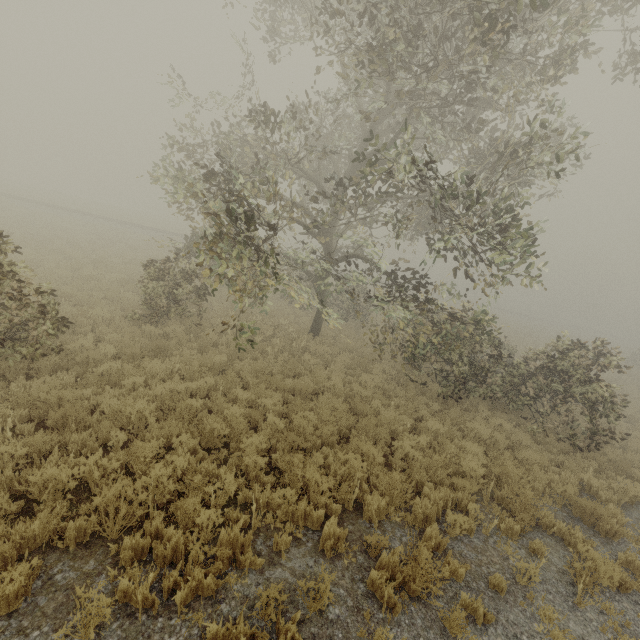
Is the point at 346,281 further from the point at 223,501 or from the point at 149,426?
the point at 223,501
